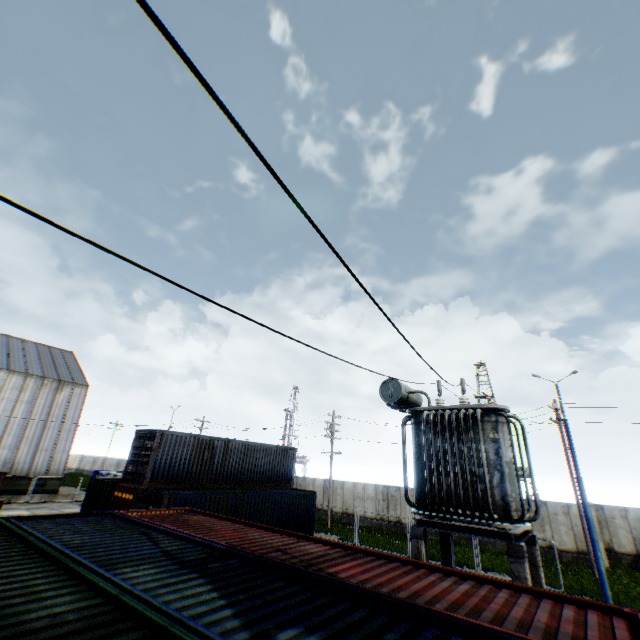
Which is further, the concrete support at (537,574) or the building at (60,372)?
the building at (60,372)

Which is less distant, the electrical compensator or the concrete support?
the concrete support

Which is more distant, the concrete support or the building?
the building

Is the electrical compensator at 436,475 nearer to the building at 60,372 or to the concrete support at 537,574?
the concrete support at 537,574

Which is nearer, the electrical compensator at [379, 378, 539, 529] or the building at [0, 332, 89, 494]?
the electrical compensator at [379, 378, 539, 529]

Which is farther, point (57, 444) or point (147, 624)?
point (57, 444)

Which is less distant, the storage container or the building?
the storage container

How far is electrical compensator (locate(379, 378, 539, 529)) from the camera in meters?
7.8 m
